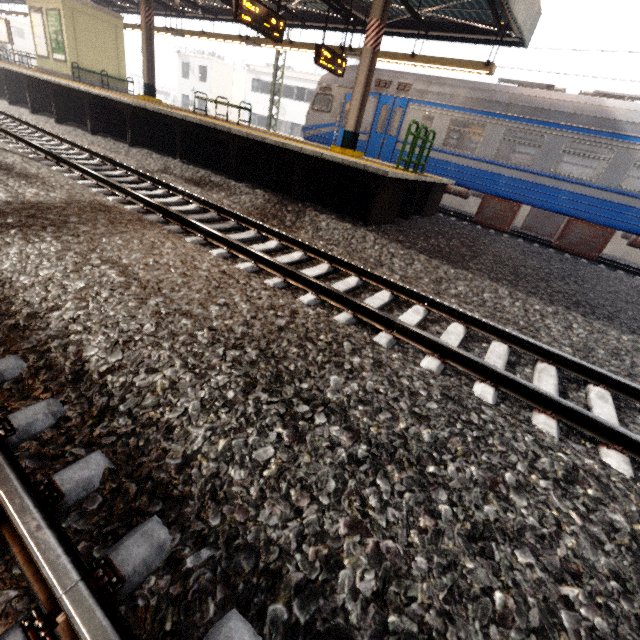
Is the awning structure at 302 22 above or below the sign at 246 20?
above

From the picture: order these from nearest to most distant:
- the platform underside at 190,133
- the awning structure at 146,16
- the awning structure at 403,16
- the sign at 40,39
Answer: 1. the platform underside at 190,133
2. the awning structure at 403,16
3. the awning structure at 146,16
4. the sign at 40,39

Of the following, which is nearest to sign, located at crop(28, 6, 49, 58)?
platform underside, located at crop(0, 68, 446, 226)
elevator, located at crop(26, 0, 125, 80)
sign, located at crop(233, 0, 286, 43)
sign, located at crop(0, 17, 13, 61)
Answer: elevator, located at crop(26, 0, 125, 80)

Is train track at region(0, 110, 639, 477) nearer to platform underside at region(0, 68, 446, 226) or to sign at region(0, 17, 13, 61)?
platform underside at region(0, 68, 446, 226)

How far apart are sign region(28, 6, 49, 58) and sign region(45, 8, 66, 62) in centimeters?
30cm

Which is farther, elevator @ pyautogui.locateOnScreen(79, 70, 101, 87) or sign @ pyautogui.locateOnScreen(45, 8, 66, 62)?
elevator @ pyautogui.locateOnScreen(79, 70, 101, 87)

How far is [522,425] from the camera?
2.4m

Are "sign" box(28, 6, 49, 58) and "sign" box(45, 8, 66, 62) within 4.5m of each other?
yes
